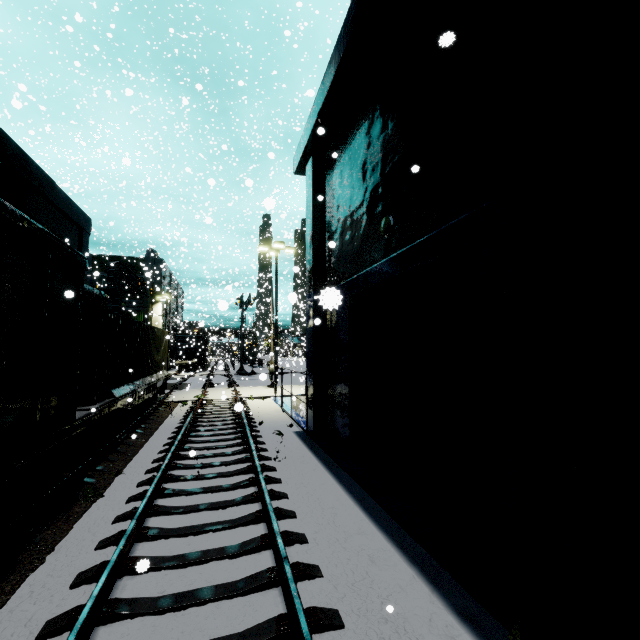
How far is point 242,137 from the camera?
46.81m

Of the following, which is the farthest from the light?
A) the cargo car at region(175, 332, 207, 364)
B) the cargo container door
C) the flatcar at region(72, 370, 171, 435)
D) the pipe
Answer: the cargo car at region(175, 332, 207, 364)

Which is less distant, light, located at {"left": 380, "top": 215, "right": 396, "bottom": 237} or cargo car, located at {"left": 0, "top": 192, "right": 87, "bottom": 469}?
cargo car, located at {"left": 0, "top": 192, "right": 87, "bottom": 469}

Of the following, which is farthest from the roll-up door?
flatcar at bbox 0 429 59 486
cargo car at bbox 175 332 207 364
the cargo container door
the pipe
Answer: cargo car at bbox 175 332 207 364

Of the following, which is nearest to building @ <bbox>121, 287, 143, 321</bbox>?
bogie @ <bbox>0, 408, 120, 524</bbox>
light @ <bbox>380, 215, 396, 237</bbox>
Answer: light @ <bbox>380, 215, 396, 237</bbox>

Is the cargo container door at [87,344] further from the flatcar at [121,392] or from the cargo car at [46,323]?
the cargo car at [46,323]

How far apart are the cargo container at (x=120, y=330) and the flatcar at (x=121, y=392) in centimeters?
1cm

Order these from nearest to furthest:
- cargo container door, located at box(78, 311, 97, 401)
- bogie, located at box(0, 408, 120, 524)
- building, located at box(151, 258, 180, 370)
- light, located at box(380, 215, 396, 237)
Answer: bogie, located at box(0, 408, 120, 524) → light, located at box(380, 215, 396, 237) → cargo container door, located at box(78, 311, 97, 401) → building, located at box(151, 258, 180, 370)
